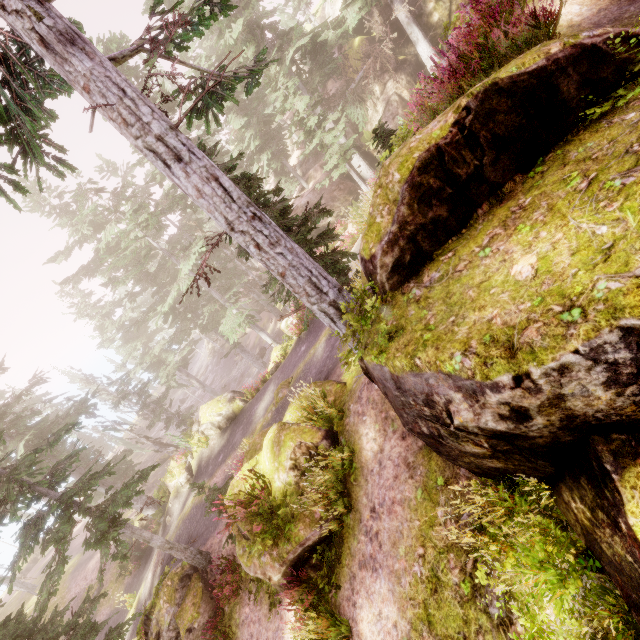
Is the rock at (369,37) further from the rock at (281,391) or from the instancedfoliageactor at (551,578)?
the rock at (281,391)

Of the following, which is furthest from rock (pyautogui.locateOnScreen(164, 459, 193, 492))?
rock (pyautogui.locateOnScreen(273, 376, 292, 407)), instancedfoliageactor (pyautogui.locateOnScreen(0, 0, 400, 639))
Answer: rock (pyautogui.locateOnScreen(273, 376, 292, 407))

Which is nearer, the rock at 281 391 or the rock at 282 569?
the rock at 282 569

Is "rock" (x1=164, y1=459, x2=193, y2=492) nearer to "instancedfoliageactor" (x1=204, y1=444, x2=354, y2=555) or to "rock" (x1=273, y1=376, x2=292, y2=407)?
"instancedfoliageactor" (x1=204, y1=444, x2=354, y2=555)

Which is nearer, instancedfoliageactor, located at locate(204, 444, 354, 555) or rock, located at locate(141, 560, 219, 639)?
instancedfoliageactor, located at locate(204, 444, 354, 555)

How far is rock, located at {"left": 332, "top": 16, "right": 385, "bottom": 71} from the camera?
24.50m

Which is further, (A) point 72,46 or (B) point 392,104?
(B) point 392,104
